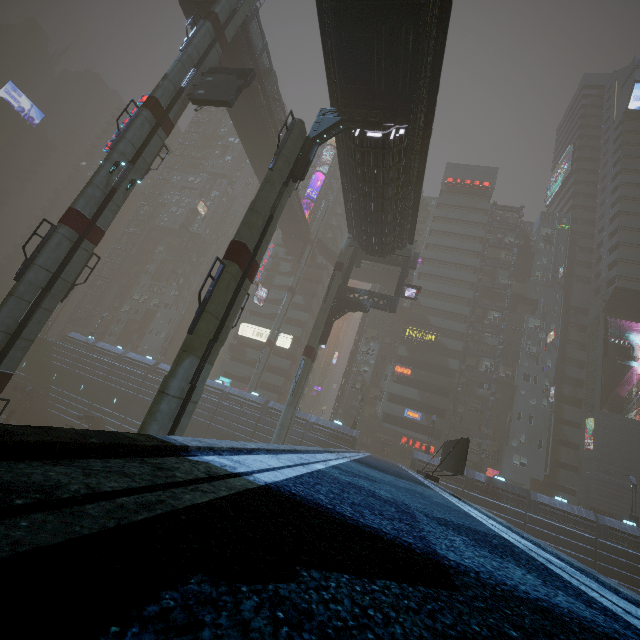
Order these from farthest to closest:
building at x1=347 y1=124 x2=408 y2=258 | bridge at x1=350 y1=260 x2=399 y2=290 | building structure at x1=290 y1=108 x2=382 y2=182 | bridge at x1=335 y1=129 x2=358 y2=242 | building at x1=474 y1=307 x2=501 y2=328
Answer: building at x1=474 y1=307 x2=501 y2=328, bridge at x1=350 y1=260 x2=399 y2=290, bridge at x1=335 y1=129 x2=358 y2=242, building at x1=347 y1=124 x2=408 y2=258, building structure at x1=290 y1=108 x2=382 y2=182

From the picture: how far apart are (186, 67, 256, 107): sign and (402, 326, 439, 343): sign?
38.0m

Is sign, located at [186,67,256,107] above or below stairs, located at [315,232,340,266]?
below

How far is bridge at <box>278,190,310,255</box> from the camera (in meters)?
47.16

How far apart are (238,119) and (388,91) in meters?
26.1

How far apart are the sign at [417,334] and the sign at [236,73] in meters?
38.0

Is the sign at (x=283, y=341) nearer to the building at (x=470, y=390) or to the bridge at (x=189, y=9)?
the building at (x=470, y=390)

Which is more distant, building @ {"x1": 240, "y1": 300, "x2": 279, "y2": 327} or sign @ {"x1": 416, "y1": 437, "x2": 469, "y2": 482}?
building @ {"x1": 240, "y1": 300, "x2": 279, "y2": 327}
